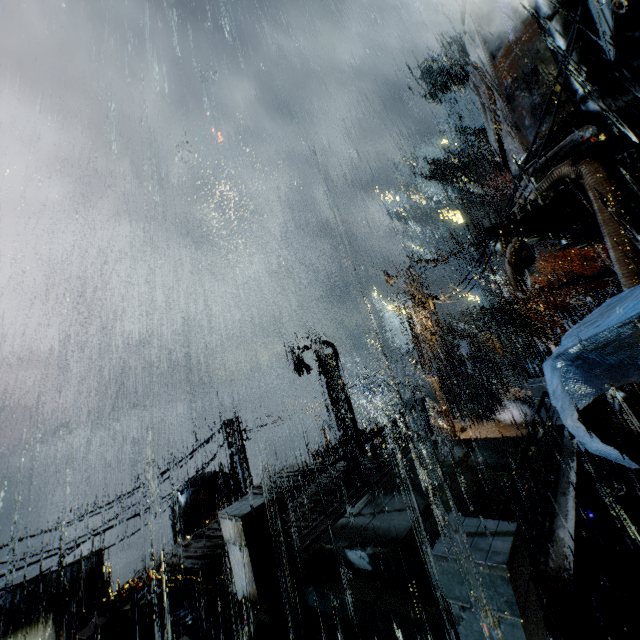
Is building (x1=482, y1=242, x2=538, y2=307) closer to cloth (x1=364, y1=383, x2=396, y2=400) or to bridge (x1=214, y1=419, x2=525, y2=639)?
bridge (x1=214, y1=419, x2=525, y2=639)

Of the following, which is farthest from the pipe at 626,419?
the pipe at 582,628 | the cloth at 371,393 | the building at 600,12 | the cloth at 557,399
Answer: the cloth at 371,393

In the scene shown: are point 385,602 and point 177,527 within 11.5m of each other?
no

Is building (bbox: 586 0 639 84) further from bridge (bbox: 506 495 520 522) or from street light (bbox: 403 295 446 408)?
street light (bbox: 403 295 446 408)

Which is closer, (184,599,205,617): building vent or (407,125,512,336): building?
(184,599,205,617): building vent

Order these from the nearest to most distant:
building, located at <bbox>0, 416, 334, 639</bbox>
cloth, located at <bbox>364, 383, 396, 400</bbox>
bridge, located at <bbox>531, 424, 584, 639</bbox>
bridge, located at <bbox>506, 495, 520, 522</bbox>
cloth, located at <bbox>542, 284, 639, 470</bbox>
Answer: cloth, located at <bbox>542, 284, 639, 470</bbox> → bridge, located at <bbox>531, 424, 584, 639</bbox> → bridge, located at <bbox>506, 495, 520, 522</bbox> → building, located at <bbox>0, 416, 334, 639</bbox> → cloth, located at <bbox>364, 383, 396, 400</bbox>

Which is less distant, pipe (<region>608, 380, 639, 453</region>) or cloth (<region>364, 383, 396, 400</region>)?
pipe (<region>608, 380, 639, 453</region>)

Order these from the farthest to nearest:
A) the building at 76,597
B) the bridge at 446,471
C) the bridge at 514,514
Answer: the building at 76,597 → the bridge at 514,514 → the bridge at 446,471
